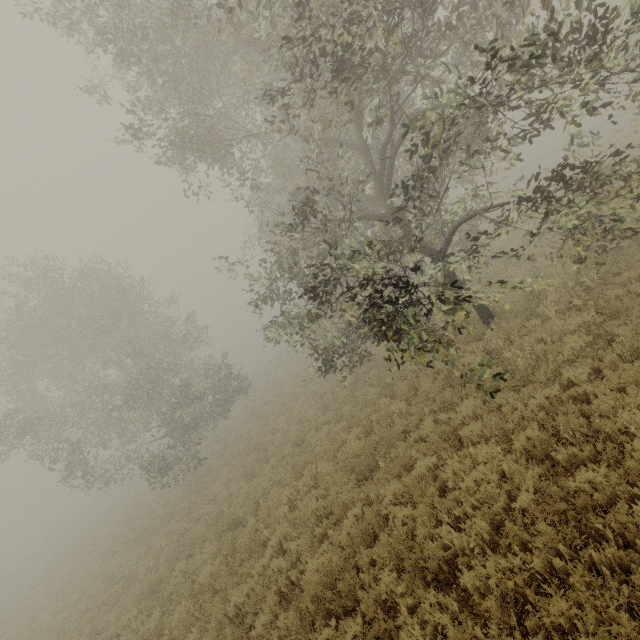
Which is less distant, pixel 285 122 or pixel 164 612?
pixel 285 122
